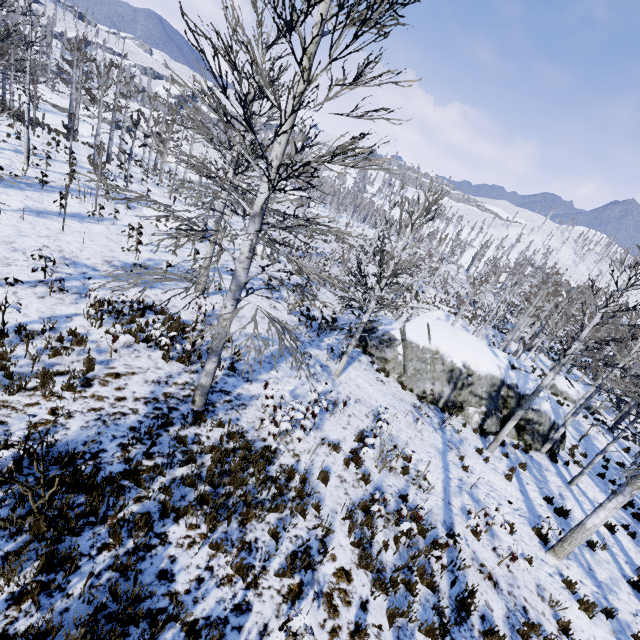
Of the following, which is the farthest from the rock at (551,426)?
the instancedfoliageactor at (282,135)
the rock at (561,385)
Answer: the rock at (561,385)

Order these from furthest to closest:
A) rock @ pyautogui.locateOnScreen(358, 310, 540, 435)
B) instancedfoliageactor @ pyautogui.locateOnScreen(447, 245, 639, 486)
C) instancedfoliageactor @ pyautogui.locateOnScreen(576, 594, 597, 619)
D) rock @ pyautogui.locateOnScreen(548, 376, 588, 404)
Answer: rock @ pyautogui.locateOnScreen(548, 376, 588, 404) → rock @ pyautogui.locateOnScreen(358, 310, 540, 435) → instancedfoliageactor @ pyautogui.locateOnScreen(447, 245, 639, 486) → instancedfoliageactor @ pyautogui.locateOnScreen(576, 594, 597, 619)

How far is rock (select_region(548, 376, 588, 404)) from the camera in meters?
26.0 m

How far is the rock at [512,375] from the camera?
15.4m

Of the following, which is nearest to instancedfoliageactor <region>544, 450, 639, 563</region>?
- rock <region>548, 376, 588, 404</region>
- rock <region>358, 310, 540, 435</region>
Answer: rock <region>358, 310, 540, 435</region>

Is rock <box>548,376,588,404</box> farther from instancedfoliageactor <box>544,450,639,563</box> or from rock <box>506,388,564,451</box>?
rock <box>506,388,564,451</box>

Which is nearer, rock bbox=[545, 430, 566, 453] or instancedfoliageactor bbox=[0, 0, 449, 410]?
instancedfoliageactor bbox=[0, 0, 449, 410]

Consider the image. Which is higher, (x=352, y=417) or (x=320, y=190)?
(x=320, y=190)
